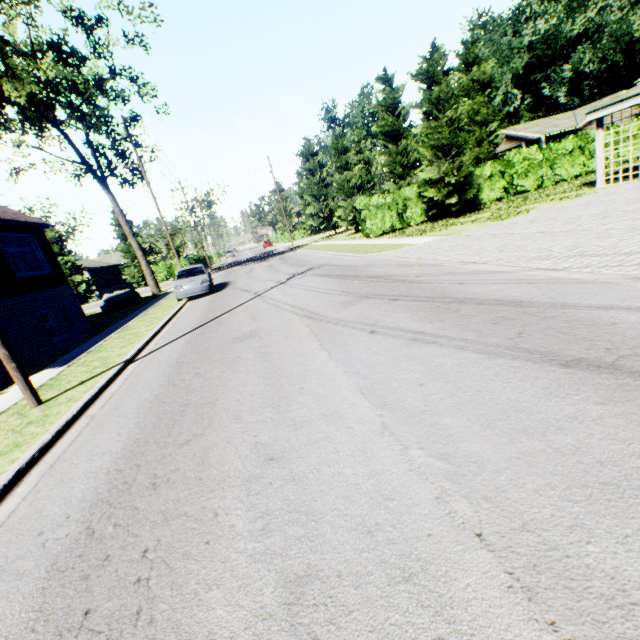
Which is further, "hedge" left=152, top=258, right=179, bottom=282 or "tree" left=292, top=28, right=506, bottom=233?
"hedge" left=152, top=258, right=179, bottom=282

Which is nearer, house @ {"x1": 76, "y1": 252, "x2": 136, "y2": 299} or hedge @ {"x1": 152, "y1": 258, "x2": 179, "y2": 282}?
hedge @ {"x1": 152, "y1": 258, "x2": 179, "y2": 282}

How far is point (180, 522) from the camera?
2.70m

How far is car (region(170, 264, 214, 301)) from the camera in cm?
1634

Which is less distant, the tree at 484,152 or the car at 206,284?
the car at 206,284

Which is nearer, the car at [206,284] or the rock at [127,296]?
the car at [206,284]

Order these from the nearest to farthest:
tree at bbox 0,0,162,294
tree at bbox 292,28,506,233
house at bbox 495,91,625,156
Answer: tree at bbox 0,0,162,294 → tree at bbox 292,28,506,233 → house at bbox 495,91,625,156

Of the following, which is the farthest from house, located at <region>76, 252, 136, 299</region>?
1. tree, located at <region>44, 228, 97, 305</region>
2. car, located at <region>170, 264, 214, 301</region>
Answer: car, located at <region>170, 264, 214, 301</region>
